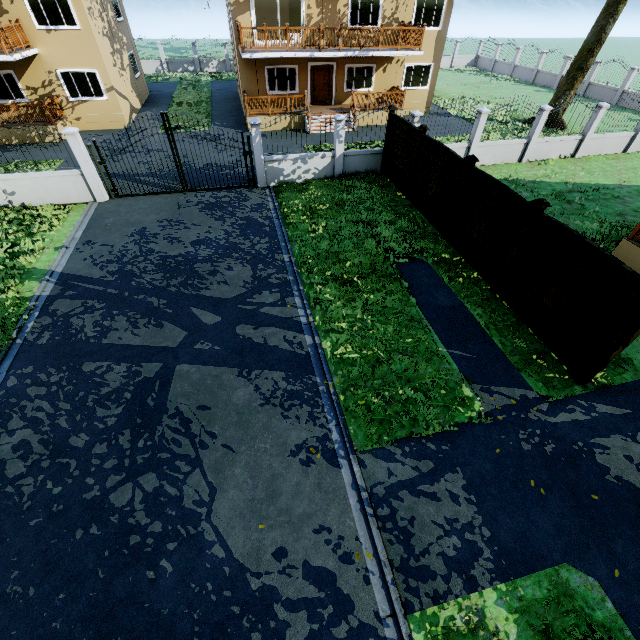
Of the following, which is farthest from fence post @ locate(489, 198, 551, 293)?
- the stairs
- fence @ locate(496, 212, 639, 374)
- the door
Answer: the door

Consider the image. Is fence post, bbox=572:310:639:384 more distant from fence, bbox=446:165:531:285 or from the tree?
the tree

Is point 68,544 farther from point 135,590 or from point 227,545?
point 227,545

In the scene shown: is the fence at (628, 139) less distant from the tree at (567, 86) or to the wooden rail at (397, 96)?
the tree at (567, 86)

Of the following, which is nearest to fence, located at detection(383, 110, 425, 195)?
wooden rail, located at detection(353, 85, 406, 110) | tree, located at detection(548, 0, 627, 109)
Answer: wooden rail, located at detection(353, 85, 406, 110)

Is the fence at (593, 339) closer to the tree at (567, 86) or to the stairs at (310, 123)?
the tree at (567, 86)

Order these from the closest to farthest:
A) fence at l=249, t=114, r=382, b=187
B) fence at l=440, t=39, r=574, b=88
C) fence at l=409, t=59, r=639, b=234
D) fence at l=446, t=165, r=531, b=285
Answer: fence at l=446, t=165, r=531, b=285
fence at l=409, t=59, r=639, b=234
fence at l=249, t=114, r=382, b=187
fence at l=440, t=39, r=574, b=88

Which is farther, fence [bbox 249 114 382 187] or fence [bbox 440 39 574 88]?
fence [bbox 440 39 574 88]
